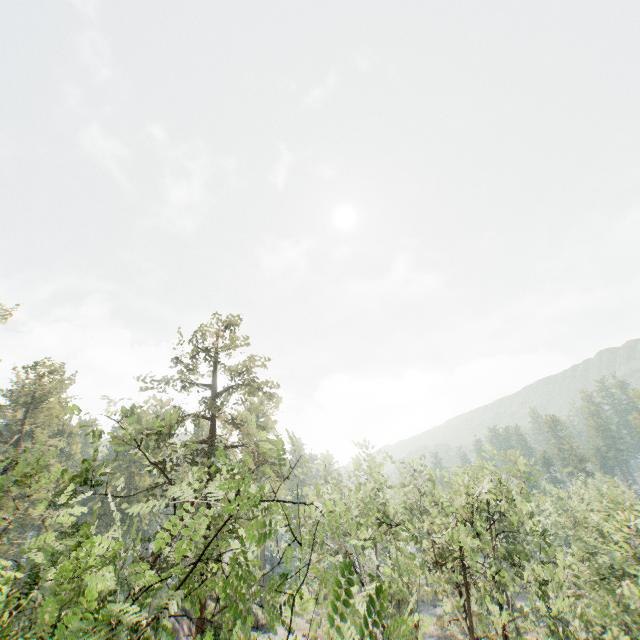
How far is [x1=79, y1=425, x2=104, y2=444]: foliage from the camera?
9.8m

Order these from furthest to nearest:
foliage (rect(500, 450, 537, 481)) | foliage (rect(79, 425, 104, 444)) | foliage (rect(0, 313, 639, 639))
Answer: foliage (rect(500, 450, 537, 481)) → foliage (rect(79, 425, 104, 444)) → foliage (rect(0, 313, 639, 639))

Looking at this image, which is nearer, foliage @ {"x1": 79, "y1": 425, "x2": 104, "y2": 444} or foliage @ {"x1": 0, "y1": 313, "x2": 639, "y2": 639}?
foliage @ {"x1": 0, "y1": 313, "x2": 639, "y2": 639}

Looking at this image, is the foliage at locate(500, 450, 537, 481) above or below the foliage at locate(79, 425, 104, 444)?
below

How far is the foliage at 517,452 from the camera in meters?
13.1 m

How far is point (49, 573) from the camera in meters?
6.4 m

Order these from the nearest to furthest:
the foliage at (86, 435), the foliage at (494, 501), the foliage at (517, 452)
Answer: the foliage at (494, 501), the foliage at (86, 435), the foliage at (517, 452)
